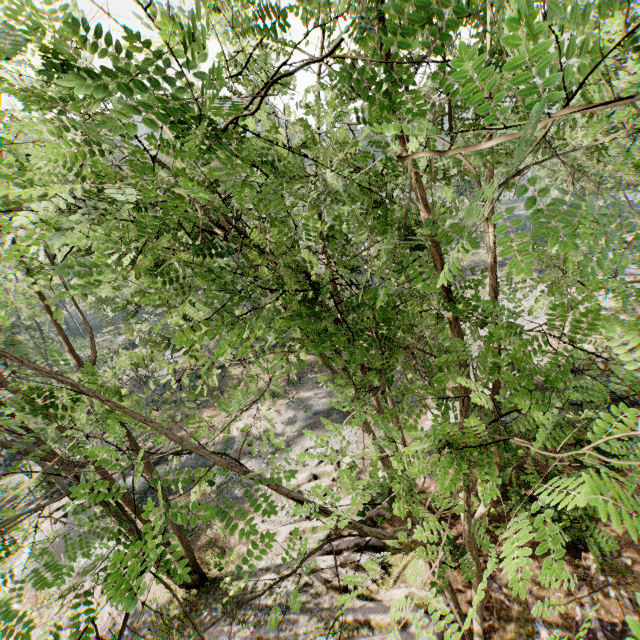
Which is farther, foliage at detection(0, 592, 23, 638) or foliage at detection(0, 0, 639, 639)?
foliage at detection(0, 592, 23, 638)

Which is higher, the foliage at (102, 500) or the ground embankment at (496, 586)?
the foliage at (102, 500)

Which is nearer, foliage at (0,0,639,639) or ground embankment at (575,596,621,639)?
foliage at (0,0,639,639)

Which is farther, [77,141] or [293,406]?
[293,406]

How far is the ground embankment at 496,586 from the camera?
11.5m

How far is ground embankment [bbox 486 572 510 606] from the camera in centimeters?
1149cm

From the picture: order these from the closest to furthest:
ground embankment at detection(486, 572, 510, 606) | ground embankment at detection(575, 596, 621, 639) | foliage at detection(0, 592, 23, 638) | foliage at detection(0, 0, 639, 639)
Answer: foliage at detection(0, 0, 639, 639)
foliage at detection(0, 592, 23, 638)
ground embankment at detection(575, 596, 621, 639)
ground embankment at detection(486, 572, 510, 606)

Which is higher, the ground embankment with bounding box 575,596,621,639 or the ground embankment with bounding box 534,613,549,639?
the ground embankment with bounding box 534,613,549,639
